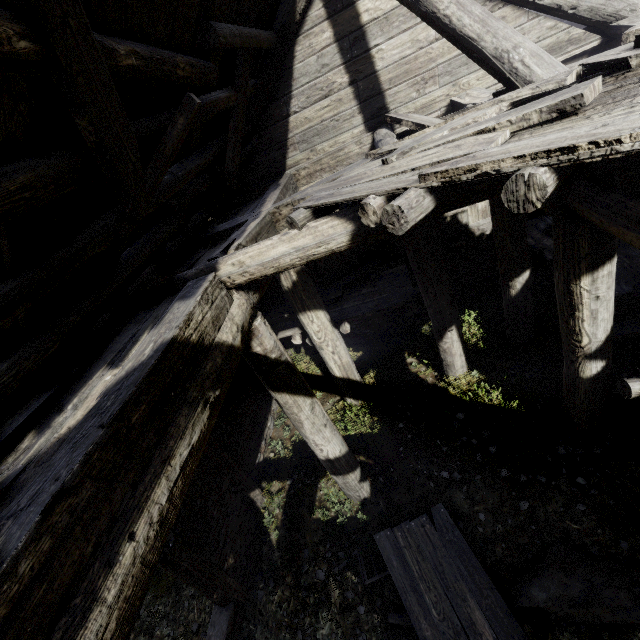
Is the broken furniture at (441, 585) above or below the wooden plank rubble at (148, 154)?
below

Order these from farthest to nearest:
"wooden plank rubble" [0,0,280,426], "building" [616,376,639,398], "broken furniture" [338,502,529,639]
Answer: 1. "broken furniture" [338,502,529,639]
2. "building" [616,376,639,398]
3. "wooden plank rubble" [0,0,280,426]

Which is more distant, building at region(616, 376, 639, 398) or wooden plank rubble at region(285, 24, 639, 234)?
building at region(616, 376, 639, 398)

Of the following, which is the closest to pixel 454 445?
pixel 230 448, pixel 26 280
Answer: pixel 230 448

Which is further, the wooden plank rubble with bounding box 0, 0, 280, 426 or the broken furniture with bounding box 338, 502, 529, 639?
the broken furniture with bounding box 338, 502, 529, 639

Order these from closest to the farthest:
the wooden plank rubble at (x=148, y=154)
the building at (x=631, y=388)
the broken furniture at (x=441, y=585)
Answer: the wooden plank rubble at (x=148, y=154) → the building at (x=631, y=388) → the broken furniture at (x=441, y=585)

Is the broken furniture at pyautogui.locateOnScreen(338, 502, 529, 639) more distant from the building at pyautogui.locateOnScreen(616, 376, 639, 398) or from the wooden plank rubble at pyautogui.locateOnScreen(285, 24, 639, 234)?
the wooden plank rubble at pyautogui.locateOnScreen(285, 24, 639, 234)

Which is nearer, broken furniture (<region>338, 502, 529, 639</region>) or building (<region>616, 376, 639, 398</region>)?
building (<region>616, 376, 639, 398</region>)
